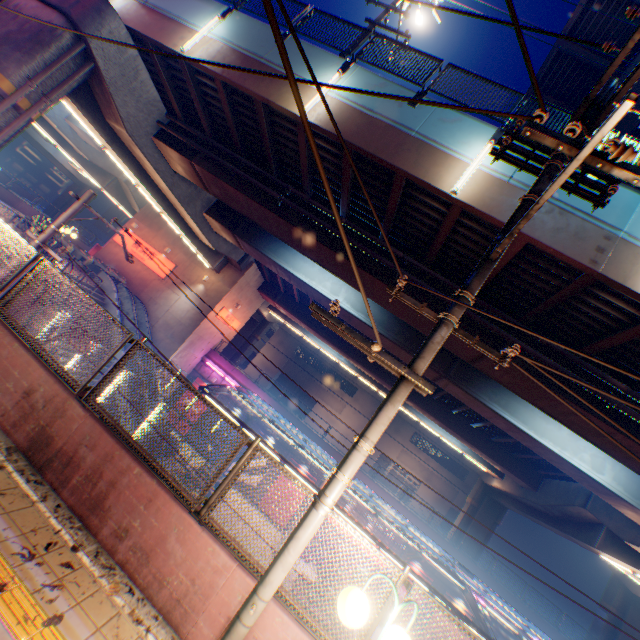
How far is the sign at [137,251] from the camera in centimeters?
2694cm

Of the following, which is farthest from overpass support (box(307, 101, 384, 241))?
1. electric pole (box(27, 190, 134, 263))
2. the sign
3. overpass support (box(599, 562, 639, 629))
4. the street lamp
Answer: the street lamp

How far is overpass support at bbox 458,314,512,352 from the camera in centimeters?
1031cm

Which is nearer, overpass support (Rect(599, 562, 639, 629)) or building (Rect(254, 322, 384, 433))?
overpass support (Rect(599, 562, 639, 629))

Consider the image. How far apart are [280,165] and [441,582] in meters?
28.5 m

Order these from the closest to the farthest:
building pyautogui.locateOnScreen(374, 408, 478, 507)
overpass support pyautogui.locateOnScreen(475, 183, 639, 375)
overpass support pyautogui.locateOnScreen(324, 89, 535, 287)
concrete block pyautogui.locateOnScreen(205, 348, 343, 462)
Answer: overpass support pyautogui.locateOnScreen(475, 183, 639, 375), overpass support pyautogui.locateOnScreen(324, 89, 535, 287), concrete block pyautogui.locateOnScreen(205, 348, 343, 462), building pyautogui.locateOnScreen(374, 408, 478, 507)

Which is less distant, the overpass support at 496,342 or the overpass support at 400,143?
the overpass support at 400,143
